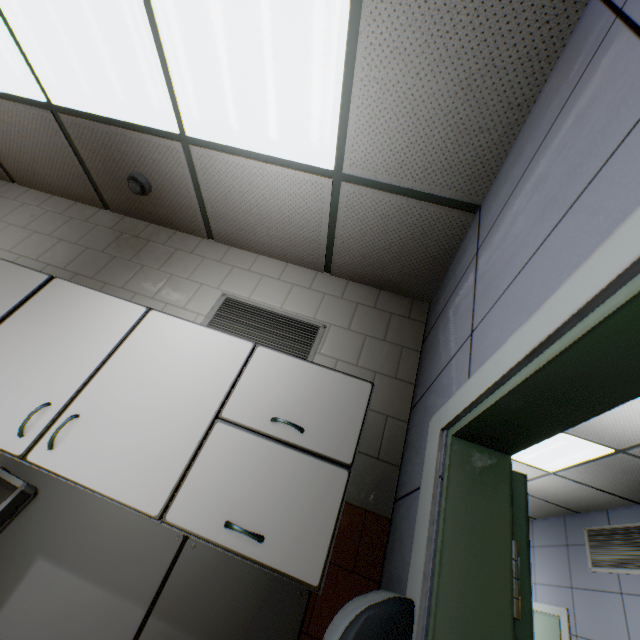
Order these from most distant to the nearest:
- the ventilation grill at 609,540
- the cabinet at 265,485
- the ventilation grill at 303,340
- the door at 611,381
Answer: the ventilation grill at 609,540
the ventilation grill at 303,340
the cabinet at 265,485
the door at 611,381

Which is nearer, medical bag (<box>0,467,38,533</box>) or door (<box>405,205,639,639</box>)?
door (<box>405,205,639,639</box>)

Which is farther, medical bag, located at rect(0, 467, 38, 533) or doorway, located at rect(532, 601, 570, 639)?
doorway, located at rect(532, 601, 570, 639)

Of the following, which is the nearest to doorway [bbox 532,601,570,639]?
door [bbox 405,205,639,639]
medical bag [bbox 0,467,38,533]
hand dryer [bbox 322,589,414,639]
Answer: door [bbox 405,205,639,639]

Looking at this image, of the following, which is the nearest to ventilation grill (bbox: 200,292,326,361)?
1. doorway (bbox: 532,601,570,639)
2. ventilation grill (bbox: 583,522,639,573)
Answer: ventilation grill (bbox: 583,522,639,573)

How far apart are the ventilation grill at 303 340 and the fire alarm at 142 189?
1.0m

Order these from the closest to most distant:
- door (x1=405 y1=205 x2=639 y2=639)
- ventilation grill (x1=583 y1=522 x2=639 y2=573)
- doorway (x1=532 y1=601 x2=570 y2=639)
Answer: door (x1=405 y1=205 x2=639 y2=639) → ventilation grill (x1=583 y1=522 x2=639 y2=573) → doorway (x1=532 y1=601 x2=570 y2=639)

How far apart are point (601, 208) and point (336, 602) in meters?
1.7
